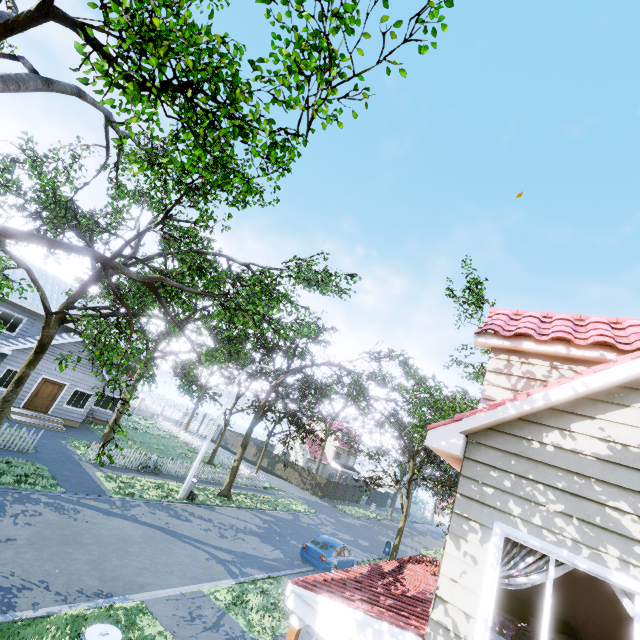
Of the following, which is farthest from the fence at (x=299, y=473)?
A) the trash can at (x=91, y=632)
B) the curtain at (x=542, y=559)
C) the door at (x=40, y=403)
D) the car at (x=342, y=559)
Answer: the door at (x=40, y=403)

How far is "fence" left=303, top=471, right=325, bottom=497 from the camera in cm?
3856

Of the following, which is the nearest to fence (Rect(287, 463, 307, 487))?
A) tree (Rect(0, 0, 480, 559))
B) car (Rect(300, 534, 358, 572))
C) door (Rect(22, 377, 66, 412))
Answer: tree (Rect(0, 0, 480, 559))

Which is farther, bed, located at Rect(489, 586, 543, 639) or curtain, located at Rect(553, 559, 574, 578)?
bed, located at Rect(489, 586, 543, 639)

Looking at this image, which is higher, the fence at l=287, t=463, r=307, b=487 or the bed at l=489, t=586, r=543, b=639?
the bed at l=489, t=586, r=543, b=639

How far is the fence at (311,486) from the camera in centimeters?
3856cm

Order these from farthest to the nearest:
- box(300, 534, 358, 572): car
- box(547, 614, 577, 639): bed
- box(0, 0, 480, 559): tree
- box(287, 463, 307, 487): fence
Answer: box(287, 463, 307, 487): fence, box(300, 534, 358, 572): car, box(547, 614, 577, 639): bed, box(0, 0, 480, 559): tree

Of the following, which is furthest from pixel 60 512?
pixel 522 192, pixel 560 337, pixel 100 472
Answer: pixel 522 192
